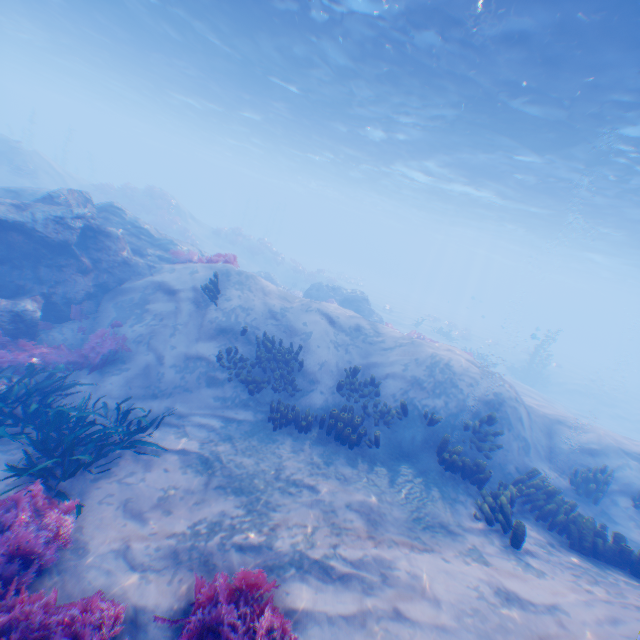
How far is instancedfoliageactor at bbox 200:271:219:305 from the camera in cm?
1058

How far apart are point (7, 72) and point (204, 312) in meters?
70.3 m

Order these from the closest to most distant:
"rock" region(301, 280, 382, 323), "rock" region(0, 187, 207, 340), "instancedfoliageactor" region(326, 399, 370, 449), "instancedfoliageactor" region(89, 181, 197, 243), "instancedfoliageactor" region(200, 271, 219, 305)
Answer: "instancedfoliageactor" region(326, 399, 370, 449) < "rock" region(0, 187, 207, 340) < "instancedfoliageactor" region(200, 271, 219, 305) < "rock" region(301, 280, 382, 323) < "instancedfoliageactor" region(89, 181, 197, 243)

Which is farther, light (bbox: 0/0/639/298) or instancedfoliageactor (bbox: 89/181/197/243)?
instancedfoliageactor (bbox: 89/181/197/243)

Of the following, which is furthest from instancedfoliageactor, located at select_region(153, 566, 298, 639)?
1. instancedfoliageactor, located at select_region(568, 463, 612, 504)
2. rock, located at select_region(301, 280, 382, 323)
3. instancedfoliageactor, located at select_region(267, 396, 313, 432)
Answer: rock, located at select_region(301, 280, 382, 323)

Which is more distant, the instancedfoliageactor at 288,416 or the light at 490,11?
the light at 490,11

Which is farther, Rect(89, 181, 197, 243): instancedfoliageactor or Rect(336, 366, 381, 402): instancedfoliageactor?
Rect(89, 181, 197, 243): instancedfoliageactor

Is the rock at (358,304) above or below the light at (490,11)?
below
